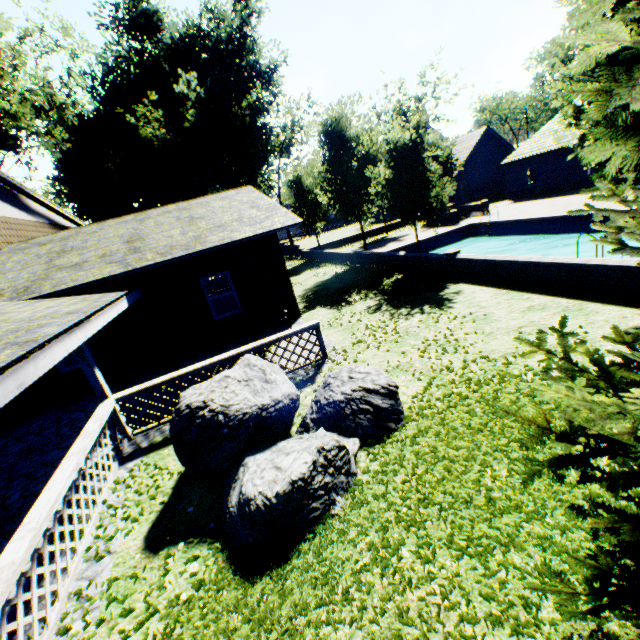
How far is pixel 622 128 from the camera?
1.5 meters

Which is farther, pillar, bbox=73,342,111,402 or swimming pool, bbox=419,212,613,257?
swimming pool, bbox=419,212,613,257

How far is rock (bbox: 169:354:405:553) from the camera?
3.91m

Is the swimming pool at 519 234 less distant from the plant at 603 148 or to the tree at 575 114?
the tree at 575 114

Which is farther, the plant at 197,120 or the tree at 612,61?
the plant at 197,120

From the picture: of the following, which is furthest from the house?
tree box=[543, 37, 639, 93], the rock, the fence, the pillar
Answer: the fence

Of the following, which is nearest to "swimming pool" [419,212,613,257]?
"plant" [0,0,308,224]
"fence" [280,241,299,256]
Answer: "plant" [0,0,308,224]

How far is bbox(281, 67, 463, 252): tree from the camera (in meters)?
13.79
